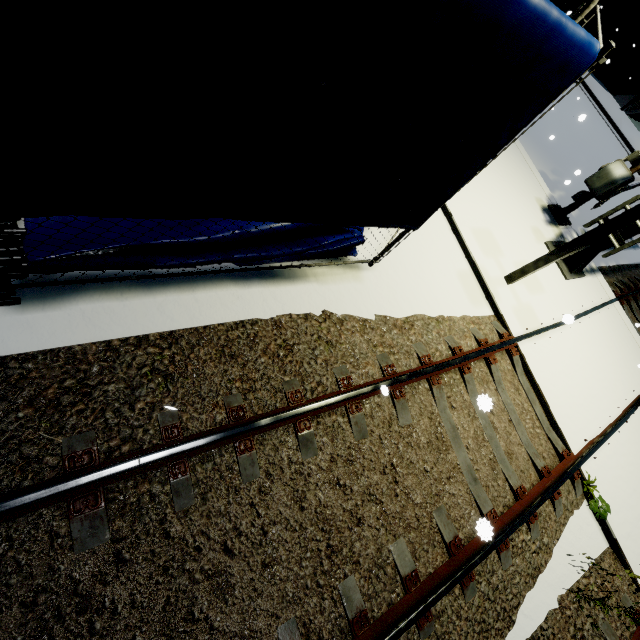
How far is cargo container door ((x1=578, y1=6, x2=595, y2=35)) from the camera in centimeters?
1778cm

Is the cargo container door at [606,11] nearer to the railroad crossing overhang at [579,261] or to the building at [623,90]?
the building at [623,90]

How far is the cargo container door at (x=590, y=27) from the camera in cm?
1778

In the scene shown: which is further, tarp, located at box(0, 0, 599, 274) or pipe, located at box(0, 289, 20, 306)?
pipe, located at box(0, 289, 20, 306)

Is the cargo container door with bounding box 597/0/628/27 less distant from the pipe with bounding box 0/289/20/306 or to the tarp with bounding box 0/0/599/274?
the tarp with bounding box 0/0/599/274

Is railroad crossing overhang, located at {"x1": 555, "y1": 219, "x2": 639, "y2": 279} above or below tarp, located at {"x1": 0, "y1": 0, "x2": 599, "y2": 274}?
below

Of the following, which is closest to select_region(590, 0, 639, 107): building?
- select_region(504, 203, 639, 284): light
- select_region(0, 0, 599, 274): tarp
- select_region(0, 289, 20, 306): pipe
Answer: select_region(0, 0, 599, 274): tarp

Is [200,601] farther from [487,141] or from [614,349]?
[614,349]
